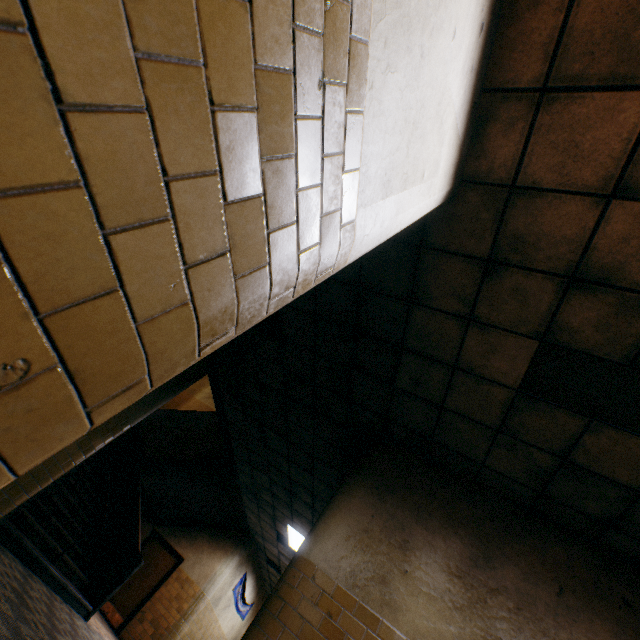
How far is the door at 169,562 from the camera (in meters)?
9.35

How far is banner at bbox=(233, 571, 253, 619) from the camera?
11.2m

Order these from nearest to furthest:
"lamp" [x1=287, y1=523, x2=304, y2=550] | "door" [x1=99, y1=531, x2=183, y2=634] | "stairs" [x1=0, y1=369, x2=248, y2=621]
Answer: "stairs" [x1=0, y1=369, x2=248, y2=621] < "lamp" [x1=287, y1=523, x2=304, y2=550] < "door" [x1=99, y1=531, x2=183, y2=634]

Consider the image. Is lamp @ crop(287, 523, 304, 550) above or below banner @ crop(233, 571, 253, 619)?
above

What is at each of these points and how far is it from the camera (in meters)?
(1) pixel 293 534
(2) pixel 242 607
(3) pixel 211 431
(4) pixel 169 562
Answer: (1) lamp, 9.01
(2) banner, 12.12
(3) stairs, 10.13
(4) door, 10.48

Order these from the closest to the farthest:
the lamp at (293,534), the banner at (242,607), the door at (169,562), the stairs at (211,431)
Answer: the stairs at (211,431) < the lamp at (293,534) < the door at (169,562) < the banner at (242,607)

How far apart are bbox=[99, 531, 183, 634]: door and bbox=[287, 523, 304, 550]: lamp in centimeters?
389cm

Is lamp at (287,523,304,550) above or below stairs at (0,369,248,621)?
above
